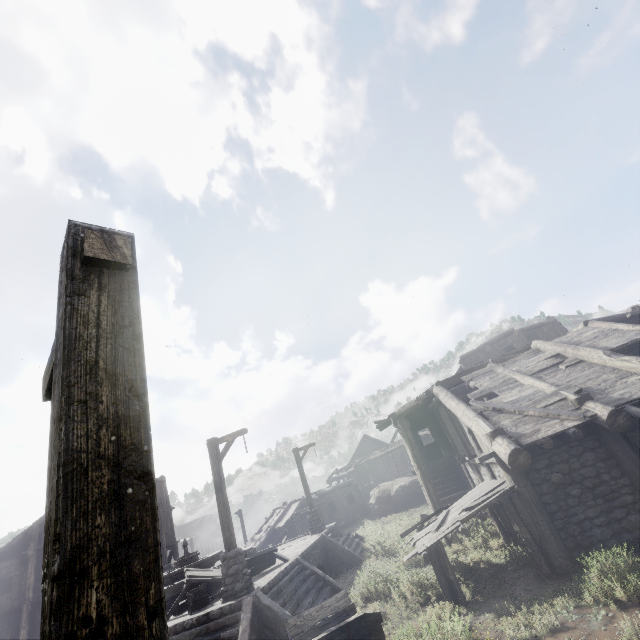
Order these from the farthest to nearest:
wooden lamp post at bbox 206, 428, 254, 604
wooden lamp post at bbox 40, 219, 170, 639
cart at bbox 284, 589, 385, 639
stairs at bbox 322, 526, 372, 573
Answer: stairs at bbox 322, 526, 372, 573, wooden lamp post at bbox 206, 428, 254, 604, cart at bbox 284, 589, 385, 639, wooden lamp post at bbox 40, 219, 170, 639

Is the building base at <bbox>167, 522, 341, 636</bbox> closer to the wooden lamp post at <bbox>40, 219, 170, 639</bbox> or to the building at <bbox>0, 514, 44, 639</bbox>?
the building at <bbox>0, 514, 44, 639</bbox>

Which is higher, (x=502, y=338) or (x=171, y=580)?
(x=502, y=338)

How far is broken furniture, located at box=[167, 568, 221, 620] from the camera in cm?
1036

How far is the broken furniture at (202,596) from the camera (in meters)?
10.36

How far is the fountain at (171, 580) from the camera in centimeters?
1210cm

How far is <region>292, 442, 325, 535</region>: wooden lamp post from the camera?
18.4m

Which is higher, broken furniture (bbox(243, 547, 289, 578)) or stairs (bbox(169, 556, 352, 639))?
broken furniture (bbox(243, 547, 289, 578))
